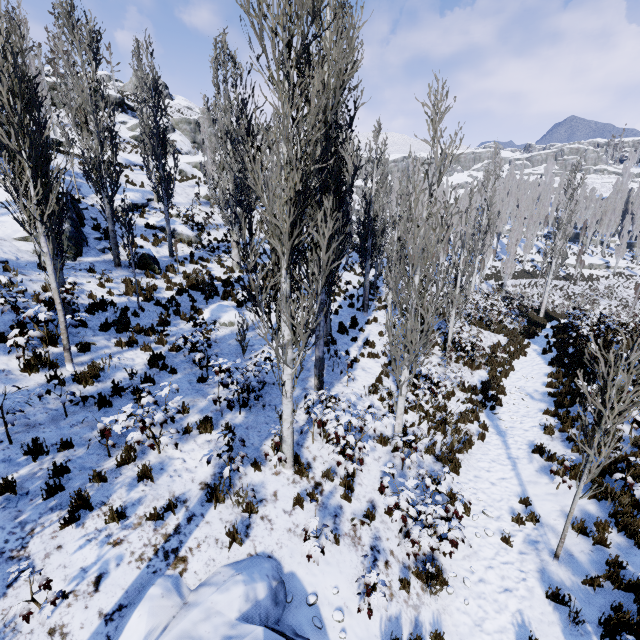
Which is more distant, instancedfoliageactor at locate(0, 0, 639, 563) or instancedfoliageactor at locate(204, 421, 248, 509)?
instancedfoliageactor at locate(204, 421, 248, 509)

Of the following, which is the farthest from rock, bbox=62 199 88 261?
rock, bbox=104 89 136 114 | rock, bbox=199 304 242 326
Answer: rock, bbox=104 89 136 114

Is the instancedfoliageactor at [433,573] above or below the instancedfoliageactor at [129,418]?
below

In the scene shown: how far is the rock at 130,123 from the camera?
41.6m

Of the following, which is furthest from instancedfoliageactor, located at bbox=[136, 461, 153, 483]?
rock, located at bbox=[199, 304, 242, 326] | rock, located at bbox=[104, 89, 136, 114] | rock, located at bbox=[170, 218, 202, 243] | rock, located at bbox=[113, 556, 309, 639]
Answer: rock, located at bbox=[104, 89, 136, 114]

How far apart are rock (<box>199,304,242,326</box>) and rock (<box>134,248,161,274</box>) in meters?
3.4

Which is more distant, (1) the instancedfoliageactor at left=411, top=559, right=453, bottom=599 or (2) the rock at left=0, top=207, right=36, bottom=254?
(2) the rock at left=0, top=207, right=36, bottom=254

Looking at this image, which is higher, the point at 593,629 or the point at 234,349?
the point at 234,349
